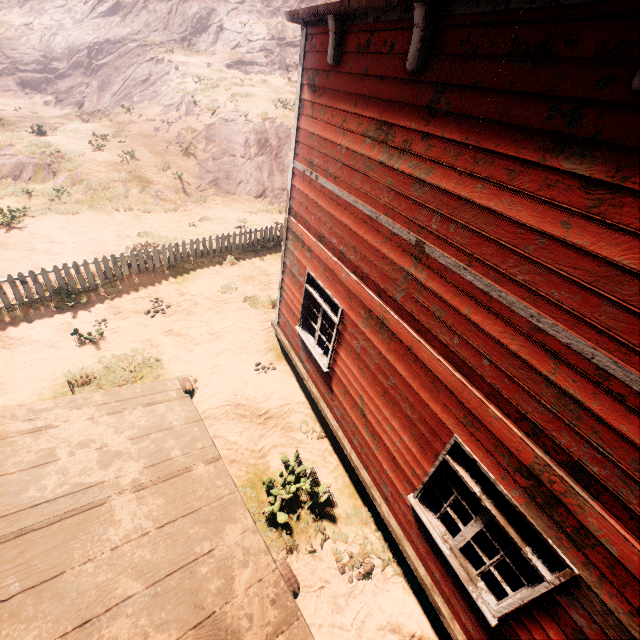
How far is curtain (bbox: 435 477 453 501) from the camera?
4.1m

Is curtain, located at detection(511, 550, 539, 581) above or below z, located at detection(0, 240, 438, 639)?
above

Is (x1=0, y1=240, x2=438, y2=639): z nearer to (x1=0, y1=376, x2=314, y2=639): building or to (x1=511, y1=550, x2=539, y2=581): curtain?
(x1=0, y1=376, x2=314, y2=639): building

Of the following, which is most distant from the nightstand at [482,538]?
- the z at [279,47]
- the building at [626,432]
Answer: the z at [279,47]

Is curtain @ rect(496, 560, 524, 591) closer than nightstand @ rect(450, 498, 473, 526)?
Yes

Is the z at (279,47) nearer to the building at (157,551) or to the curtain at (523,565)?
the building at (157,551)

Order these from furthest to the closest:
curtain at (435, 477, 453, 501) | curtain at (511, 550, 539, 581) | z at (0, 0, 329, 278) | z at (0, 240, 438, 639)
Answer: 1. z at (0, 0, 329, 278)
2. z at (0, 240, 438, 639)
3. curtain at (435, 477, 453, 501)
4. curtain at (511, 550, 539, 581)

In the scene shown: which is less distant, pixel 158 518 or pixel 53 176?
pixel 158 518
